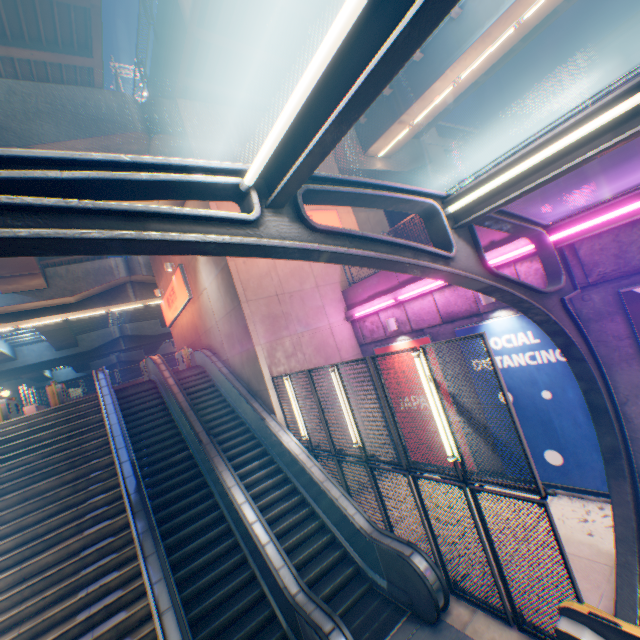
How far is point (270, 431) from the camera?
9.8m

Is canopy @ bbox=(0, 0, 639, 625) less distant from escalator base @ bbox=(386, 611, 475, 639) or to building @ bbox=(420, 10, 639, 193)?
escalator base @ bbox=(386, 611, 475, 639)

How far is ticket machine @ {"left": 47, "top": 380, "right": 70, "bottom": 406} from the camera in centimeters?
1335cm

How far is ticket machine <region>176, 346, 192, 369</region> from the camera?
16.5 meters

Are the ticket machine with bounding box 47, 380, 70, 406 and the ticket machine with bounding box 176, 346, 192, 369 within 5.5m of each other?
yes

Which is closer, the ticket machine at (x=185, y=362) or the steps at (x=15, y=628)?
the steps at (x=15, y=628)

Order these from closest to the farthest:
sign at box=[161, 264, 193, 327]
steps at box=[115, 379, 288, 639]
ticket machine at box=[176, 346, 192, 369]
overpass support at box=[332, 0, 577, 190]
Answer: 1. steps at box=[115, 379, 288, 639]
2. overpass support at box=[332, 0, 577, 190]
3. sign at box=[161, 264, 193, 327]
4. ticket machine at box=[176, 346, 192, 369]

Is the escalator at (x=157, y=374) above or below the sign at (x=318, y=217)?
below
